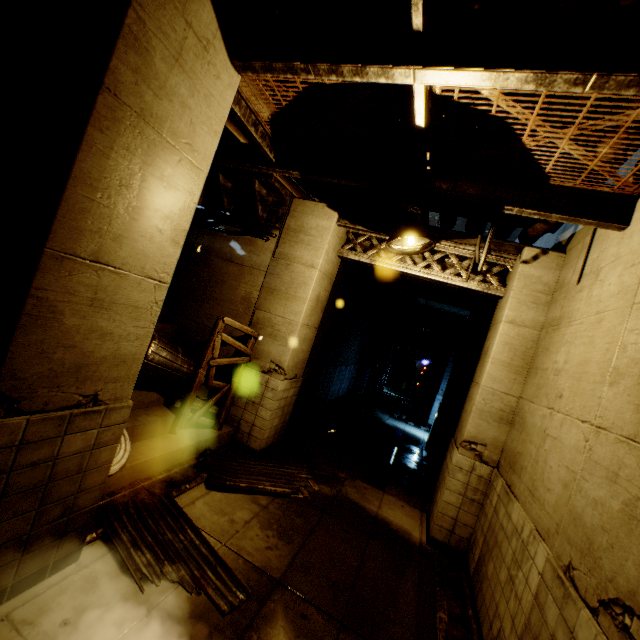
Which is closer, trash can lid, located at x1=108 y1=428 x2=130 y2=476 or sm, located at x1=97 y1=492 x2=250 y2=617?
sm, located at x1=97 y1=492 x2=250 y2=617

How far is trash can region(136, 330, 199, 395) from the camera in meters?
5.6

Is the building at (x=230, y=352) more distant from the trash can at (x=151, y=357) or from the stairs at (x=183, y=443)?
the trash can at (x=151, y=357)

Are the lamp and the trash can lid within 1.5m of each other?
no

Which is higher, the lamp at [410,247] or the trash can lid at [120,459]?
the lamp at [410,247]

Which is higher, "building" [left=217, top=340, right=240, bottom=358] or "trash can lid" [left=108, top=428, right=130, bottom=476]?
"building" [left=217, top=340, right=240, bottom=358]

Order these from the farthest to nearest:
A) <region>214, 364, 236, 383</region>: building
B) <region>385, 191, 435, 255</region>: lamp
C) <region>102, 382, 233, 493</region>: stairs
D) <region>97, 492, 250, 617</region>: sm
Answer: <region>214, 364, 236, 383</region>: building < <region>102, 382, 233, 493</region>: stairs < <region>385, 191, 435, 255</region>: lamp < <region>97, 492, 250, 617</region>: sm

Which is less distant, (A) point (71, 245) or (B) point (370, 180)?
(A) point (71, 245)
